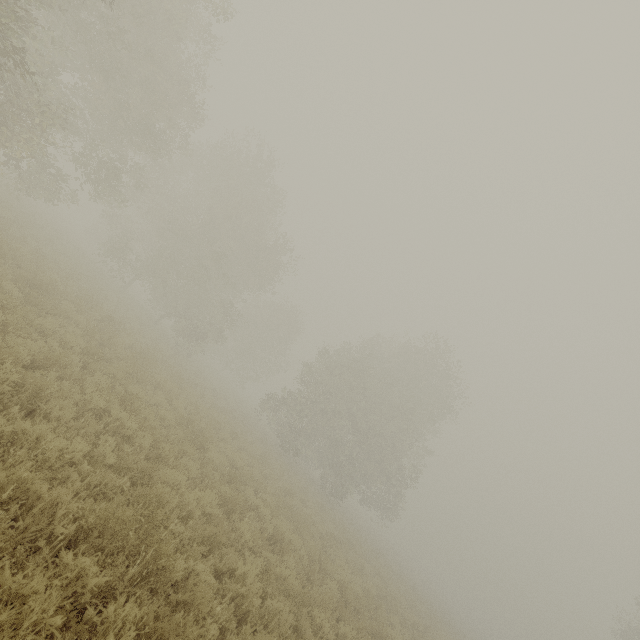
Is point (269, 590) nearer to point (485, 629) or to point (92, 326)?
point (92, 326)
